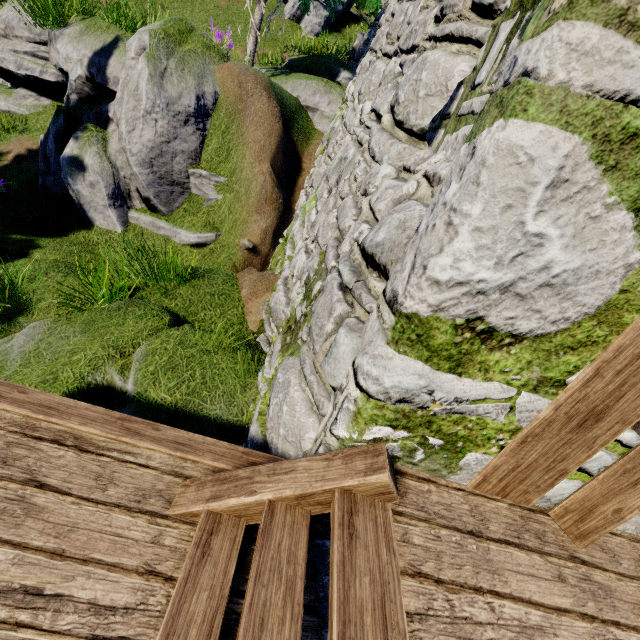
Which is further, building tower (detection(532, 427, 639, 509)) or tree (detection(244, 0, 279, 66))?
tree (detection(244, 0, 279, 66))

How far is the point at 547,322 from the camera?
1.2 meters

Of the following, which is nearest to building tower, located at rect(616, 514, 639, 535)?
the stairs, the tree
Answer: the stairs

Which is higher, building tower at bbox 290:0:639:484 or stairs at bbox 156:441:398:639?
building tower at bbox 290:0:639:484

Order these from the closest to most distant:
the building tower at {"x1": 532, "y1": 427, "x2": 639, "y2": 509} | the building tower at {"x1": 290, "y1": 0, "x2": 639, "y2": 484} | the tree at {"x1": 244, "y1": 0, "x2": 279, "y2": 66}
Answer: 1. the building tower at {"x1": 290, "y1": 0, "x2": 639, "y2": 484}
2. the building tower at {"x1": 532, "y1": 427, "x2": 639, "y2": 509}
3. the tree at {"x1": 244, "y1": 0, "x2": 279, "y2": 66}

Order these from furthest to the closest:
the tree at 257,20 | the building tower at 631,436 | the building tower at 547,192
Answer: the tree at 257,20, the building tower at 631,436, the building tower at 547,192

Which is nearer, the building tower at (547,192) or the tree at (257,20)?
the building tower at (547,192)
